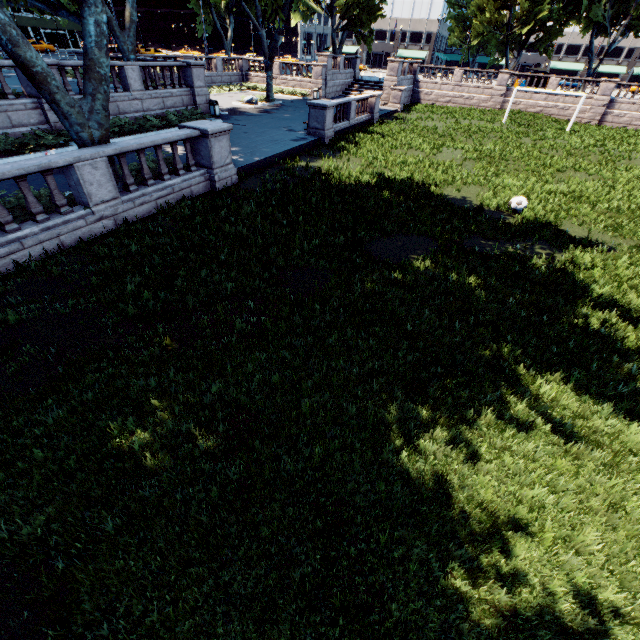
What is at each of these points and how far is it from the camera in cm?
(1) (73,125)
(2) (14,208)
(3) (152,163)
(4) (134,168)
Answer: (1) tree, 901
(2) bush, 880
(3) bush, 1235
(4) bush, 1202

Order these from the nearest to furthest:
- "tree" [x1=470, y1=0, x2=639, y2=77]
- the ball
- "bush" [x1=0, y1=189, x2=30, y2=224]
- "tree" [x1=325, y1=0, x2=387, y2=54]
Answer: "bush" [x1=0, y1=189, x2=30, y2=224] → the ball → "tree" [x1=470, y1=0, x2=639, y2=77] → "tree" [x1=325, y1=0, x2=387, y2=54]

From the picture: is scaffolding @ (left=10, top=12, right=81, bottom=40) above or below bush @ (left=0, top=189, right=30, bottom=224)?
above

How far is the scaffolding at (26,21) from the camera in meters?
48.6

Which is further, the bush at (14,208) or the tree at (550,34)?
the tree at (550,34)

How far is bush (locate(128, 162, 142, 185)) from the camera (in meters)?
11.22

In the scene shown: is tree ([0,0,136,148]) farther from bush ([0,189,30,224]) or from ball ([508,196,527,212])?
ball ([508,196,527,212])

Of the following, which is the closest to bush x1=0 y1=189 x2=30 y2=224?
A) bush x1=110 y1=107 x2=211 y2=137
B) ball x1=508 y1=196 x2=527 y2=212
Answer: bush x1=110 y1=107 x2=211 y2=137
